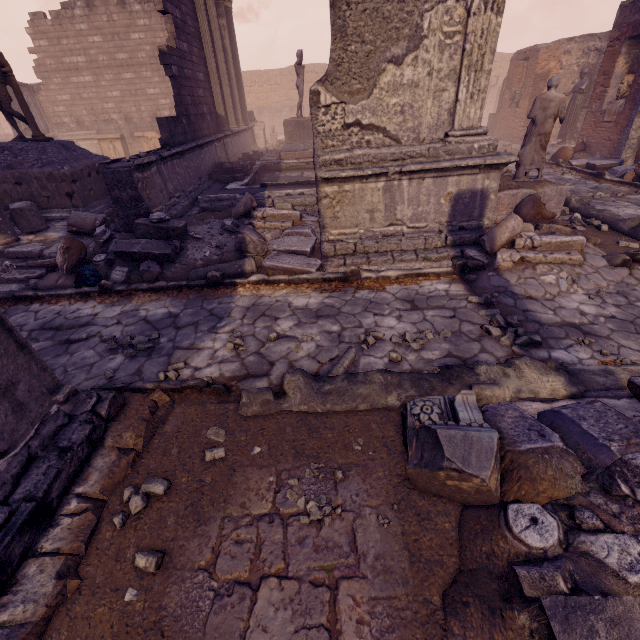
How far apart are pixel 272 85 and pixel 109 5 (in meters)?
15.69

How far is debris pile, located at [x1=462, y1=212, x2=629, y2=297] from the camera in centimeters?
469cm

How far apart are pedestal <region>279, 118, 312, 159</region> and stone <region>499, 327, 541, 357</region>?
Result: 12.11m

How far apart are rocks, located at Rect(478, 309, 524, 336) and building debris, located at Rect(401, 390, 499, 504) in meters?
1.3 m

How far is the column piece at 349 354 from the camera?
3.43m

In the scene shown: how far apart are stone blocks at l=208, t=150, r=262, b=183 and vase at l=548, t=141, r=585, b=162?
11.33m

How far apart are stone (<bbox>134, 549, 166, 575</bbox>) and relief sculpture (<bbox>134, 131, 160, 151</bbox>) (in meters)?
20.59

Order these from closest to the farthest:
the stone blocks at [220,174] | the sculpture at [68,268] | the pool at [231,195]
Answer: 1. the sculpture at [68,268]
2. the pool at [231,195]
3. the stone blocks at [220,174]
